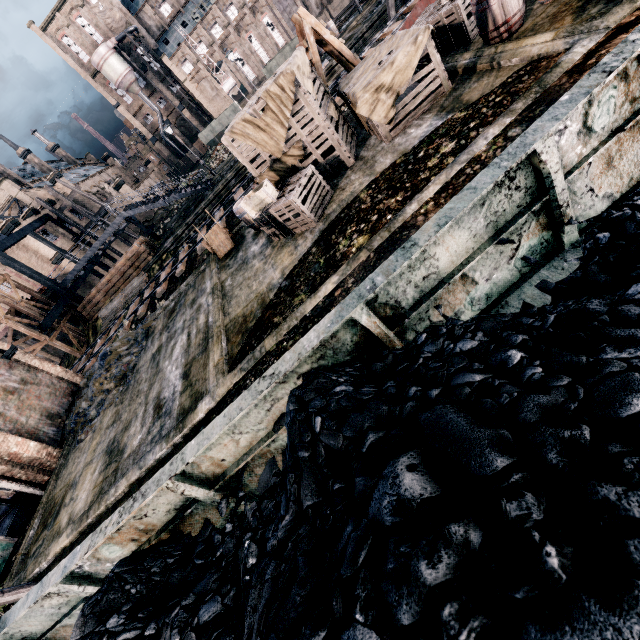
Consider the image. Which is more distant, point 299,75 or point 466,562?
point 299,75

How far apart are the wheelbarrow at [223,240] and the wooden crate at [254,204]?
3.7m

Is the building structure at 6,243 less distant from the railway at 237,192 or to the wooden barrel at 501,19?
the railway at 237,192

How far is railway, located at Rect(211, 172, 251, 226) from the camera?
20.03m

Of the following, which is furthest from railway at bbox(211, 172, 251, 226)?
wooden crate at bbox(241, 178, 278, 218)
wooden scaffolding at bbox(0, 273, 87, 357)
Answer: wooden crate at bbox(241, 178, 278, 218)

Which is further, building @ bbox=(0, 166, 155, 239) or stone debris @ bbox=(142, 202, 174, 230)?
stone debris @ bbox=(142, 202, 174, 230)

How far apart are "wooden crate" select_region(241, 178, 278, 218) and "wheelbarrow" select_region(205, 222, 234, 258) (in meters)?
3.71

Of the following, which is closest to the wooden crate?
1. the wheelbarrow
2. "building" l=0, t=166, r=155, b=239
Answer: the wheelbarrow
